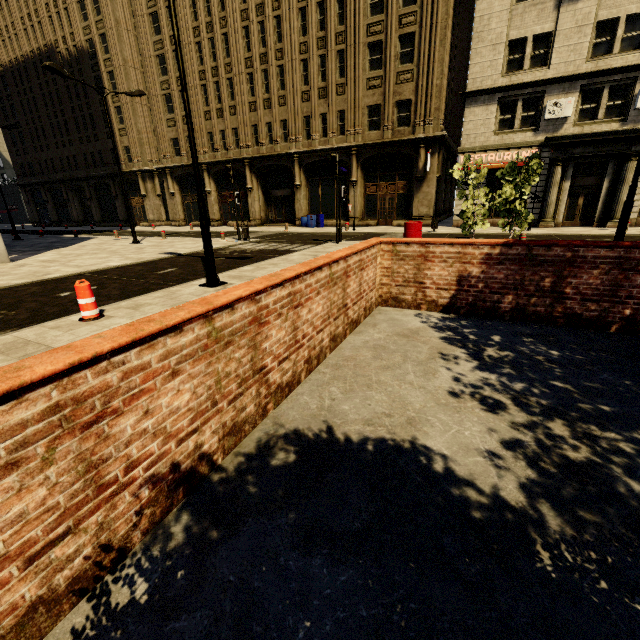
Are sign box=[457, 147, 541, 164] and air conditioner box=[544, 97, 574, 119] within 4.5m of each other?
yes

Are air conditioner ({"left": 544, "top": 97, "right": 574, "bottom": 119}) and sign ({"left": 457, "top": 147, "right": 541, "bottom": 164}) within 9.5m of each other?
yes

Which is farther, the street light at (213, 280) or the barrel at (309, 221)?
the barrel at (309, 221)

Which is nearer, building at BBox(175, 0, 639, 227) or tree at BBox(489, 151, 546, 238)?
tree at BBox(489, 151, 546, 238)

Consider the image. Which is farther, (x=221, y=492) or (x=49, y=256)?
(x=49, y=256)

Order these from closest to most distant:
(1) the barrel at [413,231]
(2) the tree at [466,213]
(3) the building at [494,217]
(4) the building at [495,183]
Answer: (2) the tree at [466,213] → (1) the barrel at [413,231] → (4) the building at [495,183] → (3) the building at [494,217]

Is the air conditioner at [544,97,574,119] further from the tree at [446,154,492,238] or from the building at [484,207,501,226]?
the tree at [446,154,492,238]

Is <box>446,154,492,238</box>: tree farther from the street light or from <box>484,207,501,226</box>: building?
<box>484,207,501,226</box>: building
